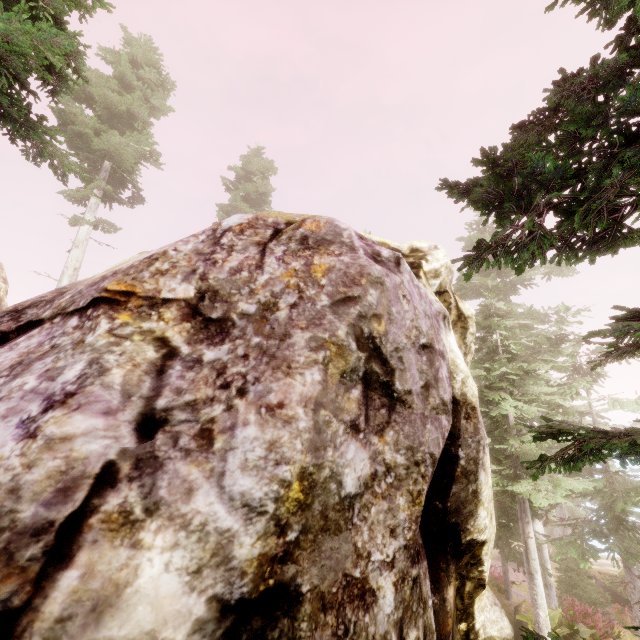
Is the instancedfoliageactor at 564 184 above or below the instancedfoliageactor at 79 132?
below

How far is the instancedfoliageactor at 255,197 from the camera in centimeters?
2820cm

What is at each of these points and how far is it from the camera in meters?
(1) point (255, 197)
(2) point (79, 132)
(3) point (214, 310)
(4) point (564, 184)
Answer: (1) instancedfoliageactor, 29.8 m
(2) instancedfoliageactor, 16.7 m
(3) rock, 4.6 m
(4) instancedfoliageactor, 3.1 m

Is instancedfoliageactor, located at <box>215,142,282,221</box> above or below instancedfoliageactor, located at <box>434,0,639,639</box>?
above

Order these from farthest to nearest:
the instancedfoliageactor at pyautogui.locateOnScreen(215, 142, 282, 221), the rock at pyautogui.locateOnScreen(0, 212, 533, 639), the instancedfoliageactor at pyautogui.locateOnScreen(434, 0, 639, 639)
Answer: the instancedfoliageactor at pyautogui.locateOnScreen(215, 142, 282, 221) < the instancedfoliageactor at pyautogui.locateOnScreen(434, 0, 639, 639) < the rock at pyautogui.locateOnScreen(0, 212, 533, 639)

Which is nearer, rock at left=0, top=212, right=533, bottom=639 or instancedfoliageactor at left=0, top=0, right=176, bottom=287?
rock at left=0, top=212, right=533, bottom=639
